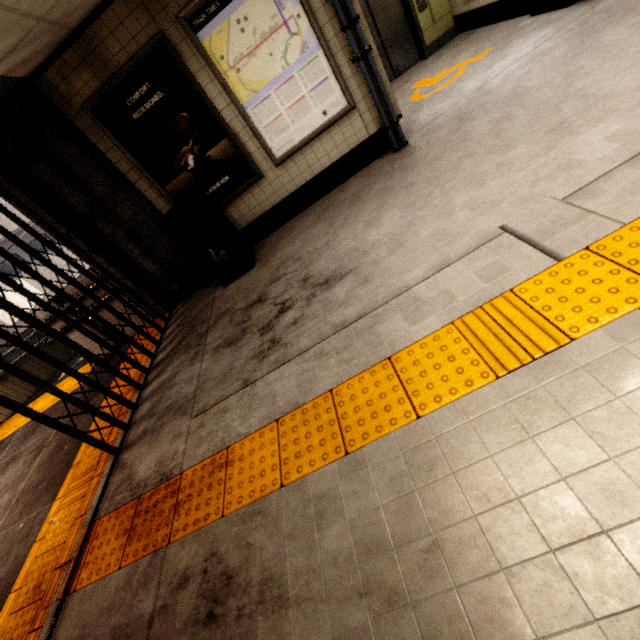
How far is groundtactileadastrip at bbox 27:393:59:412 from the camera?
5.53m

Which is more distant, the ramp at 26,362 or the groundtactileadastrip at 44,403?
the ramp at 26,362

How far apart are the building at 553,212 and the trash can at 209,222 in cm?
314

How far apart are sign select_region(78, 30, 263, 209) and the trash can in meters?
0.1 m

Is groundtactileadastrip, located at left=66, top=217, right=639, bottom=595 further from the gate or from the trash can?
the trash can

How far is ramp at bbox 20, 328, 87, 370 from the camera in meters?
7.0

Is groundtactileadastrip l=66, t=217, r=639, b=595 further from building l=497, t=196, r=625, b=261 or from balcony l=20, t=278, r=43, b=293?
balcony l=20, t=278, r=43, b=293

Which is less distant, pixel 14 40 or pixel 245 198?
pixel 14 40
